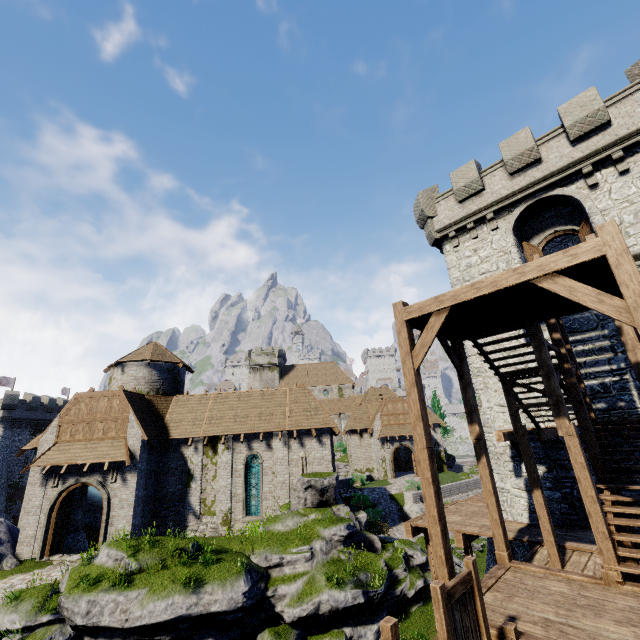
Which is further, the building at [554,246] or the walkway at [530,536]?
the building at [554,246]

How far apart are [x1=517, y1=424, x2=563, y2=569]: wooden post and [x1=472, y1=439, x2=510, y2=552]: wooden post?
1.95m

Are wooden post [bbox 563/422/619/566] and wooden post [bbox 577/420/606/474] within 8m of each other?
yes

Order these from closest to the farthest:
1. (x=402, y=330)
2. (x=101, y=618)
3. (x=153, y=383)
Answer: (x=402, y=330)
(x=101, y=618)
(x=153, y=383)

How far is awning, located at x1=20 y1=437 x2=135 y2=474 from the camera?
18.8 meters

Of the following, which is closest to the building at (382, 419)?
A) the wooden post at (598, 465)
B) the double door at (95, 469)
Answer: the double door at (95, 469)

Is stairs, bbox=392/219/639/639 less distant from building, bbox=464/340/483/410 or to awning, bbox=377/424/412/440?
building, bbox=464/340/483/410

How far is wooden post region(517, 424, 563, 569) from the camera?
8.8 meters
